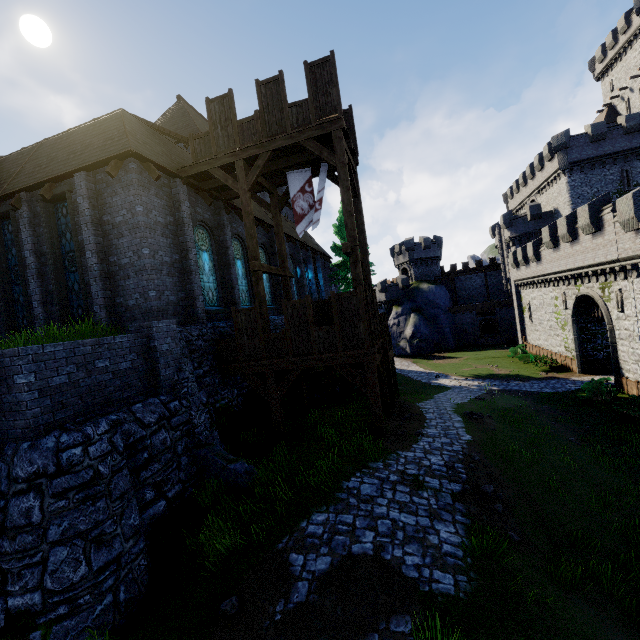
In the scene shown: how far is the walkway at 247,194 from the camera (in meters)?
11.04

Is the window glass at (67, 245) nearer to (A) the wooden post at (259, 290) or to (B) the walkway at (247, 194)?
(B) the walkway at (247, 194)

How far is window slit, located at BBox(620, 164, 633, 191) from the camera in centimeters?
3409cm

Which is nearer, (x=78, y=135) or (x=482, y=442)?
(x=482, y=442)

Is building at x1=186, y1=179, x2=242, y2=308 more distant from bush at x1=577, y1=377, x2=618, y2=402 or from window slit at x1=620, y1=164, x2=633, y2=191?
window slit at x1=620, y1=164, x2=633, y2=191

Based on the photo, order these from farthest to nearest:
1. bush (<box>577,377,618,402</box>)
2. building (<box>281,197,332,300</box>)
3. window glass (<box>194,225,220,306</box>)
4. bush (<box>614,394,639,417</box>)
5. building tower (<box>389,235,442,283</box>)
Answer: building tower (<box>389,235,442,283</box>) < building (<box>281,197,332,300</box>) < bush (<box>577,377,618,402</box>) < bush (<box>614,394,639,417</box>) < window glass (<box>194,225,220,306</box>)

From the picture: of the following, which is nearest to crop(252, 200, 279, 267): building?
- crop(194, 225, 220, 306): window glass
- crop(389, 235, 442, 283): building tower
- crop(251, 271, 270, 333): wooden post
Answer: crop(194, 225, 220, 306): window glass

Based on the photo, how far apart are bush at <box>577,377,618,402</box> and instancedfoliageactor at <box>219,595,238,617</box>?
22.54m
